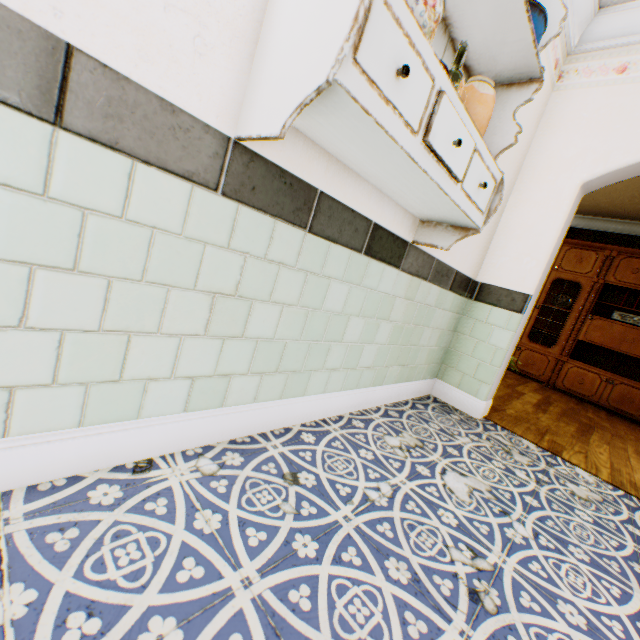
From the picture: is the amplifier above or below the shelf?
above

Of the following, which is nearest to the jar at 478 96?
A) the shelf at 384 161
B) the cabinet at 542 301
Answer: the shelf at 384 161

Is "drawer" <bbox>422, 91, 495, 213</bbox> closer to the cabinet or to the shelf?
the shelf

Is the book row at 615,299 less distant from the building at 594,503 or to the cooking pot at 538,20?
the building at 594,503

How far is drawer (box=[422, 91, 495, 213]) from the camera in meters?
1.1

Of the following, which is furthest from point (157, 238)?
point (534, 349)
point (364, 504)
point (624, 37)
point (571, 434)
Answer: point (534, 349)

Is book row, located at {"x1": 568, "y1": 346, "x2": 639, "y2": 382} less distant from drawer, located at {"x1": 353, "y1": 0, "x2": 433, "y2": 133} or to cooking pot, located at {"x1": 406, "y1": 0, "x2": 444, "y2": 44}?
drawer, located at {"x1": 353, "y1": 0, "x2": 433, "y2": 133}

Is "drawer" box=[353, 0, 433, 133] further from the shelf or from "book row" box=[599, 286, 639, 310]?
"book row" box=[599, 286, 639, 310]
